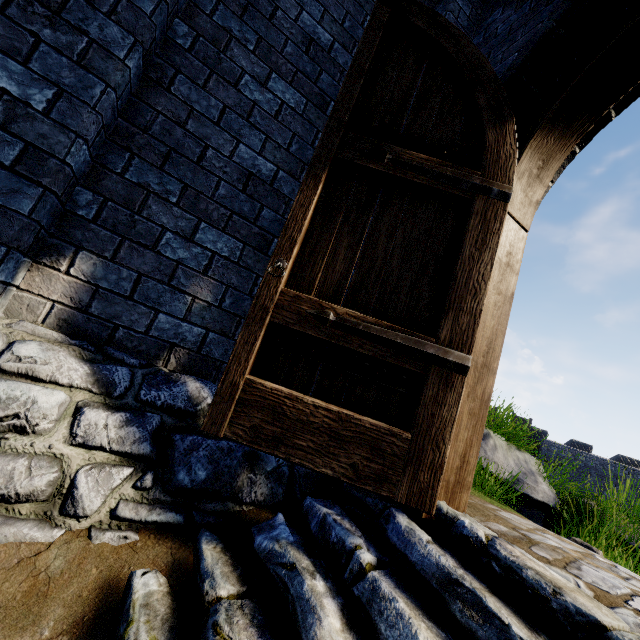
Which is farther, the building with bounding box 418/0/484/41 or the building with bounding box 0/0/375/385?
the building with bounding box 418/0/484/41

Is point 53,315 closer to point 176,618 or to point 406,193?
point 176,618

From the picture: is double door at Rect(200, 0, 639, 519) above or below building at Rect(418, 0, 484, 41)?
below

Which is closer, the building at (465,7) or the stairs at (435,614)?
the stairs at (435,614)

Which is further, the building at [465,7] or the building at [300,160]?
the building at [465,7]

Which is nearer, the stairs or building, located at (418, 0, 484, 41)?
the stairs

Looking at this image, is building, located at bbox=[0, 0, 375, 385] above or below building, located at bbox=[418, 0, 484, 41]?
below

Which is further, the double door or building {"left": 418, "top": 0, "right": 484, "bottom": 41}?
building {"left": 418, "top": 0, "right": 484, "bottom": 41}
